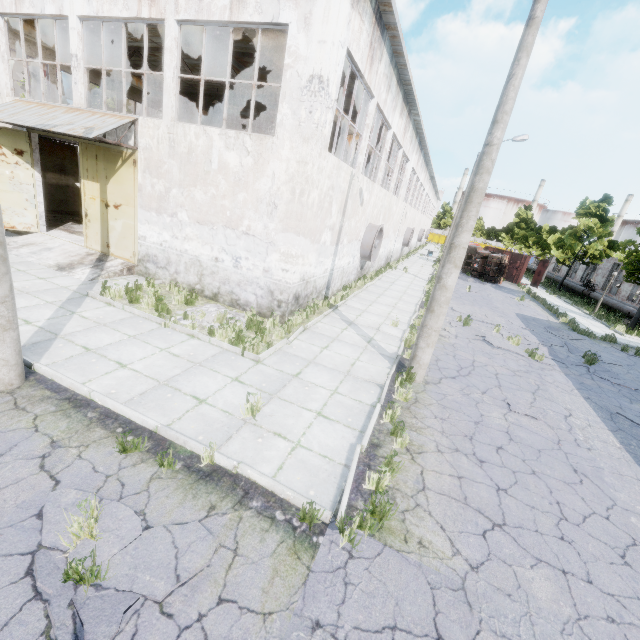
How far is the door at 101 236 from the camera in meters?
11.3

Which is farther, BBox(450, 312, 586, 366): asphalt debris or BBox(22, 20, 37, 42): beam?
BBox(22, 20, 37, 42): beam

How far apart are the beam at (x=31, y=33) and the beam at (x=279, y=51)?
11.8 meters

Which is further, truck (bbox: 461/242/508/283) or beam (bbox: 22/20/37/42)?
truck (bbox: 461/242/508/283)

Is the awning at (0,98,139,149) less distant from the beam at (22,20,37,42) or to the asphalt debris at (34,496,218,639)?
the beam at (22,20,37,42)

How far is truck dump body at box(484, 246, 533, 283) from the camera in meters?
34.2 m

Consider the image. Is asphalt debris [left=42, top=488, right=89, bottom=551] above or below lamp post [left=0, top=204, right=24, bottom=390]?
below

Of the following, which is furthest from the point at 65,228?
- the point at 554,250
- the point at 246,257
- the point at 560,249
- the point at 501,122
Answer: the point at 560,249
